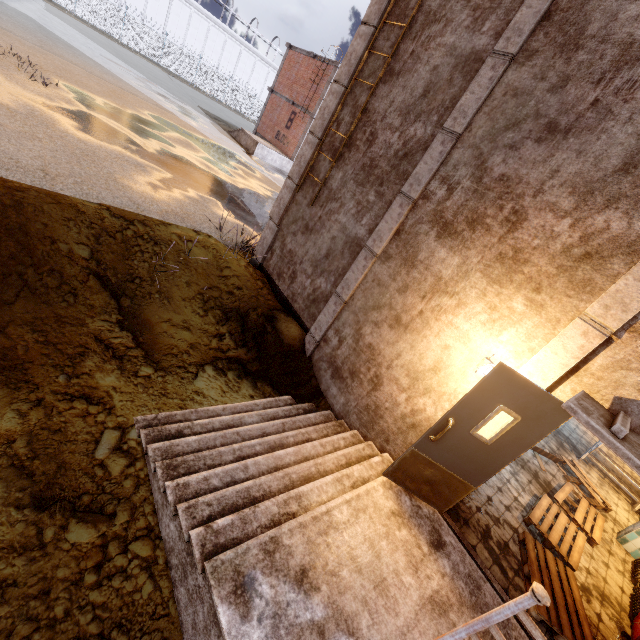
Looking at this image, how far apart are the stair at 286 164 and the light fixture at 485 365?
21.16m

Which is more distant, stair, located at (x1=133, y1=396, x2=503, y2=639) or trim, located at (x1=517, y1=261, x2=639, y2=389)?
trim, located at (x1=517, y1=261, x2=639, y2=389)

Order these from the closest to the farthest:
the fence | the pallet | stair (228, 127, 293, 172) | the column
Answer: the pallet
the column
stair (228, 127, 293, 172)
the fence

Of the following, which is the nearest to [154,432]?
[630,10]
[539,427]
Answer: [539,427]

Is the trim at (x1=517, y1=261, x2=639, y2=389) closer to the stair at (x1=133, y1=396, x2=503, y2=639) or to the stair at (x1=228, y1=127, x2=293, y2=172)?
the stair at (x1=133, y1=396, x2=503, y2=639)

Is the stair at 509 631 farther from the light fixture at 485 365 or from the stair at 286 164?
the stair at 286 164

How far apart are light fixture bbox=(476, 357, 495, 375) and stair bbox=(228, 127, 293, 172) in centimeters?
2116cm

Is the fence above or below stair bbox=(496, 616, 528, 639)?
above
